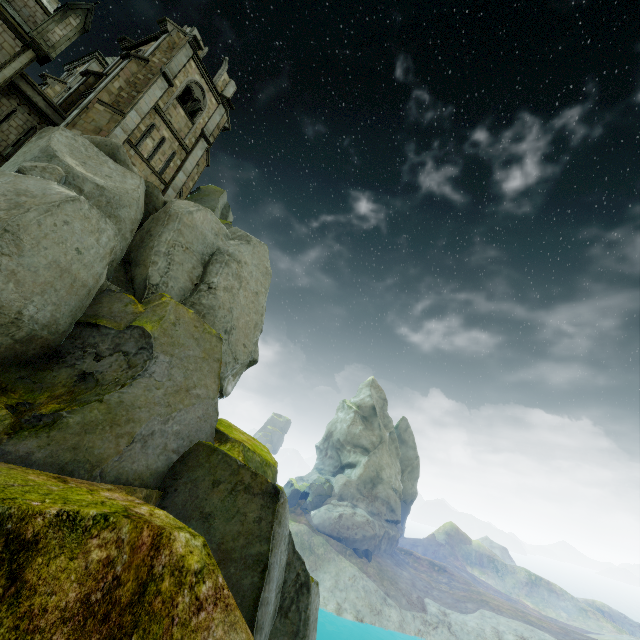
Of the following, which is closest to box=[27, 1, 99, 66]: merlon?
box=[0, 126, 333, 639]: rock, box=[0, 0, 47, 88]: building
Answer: box=[0, 0, 47, 88]: building

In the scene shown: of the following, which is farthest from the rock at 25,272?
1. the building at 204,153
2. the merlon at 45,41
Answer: the merlon at 45,41

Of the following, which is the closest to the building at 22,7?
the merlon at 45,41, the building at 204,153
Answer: the merlon at 45,41

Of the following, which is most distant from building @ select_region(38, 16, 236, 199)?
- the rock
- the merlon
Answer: the merlon

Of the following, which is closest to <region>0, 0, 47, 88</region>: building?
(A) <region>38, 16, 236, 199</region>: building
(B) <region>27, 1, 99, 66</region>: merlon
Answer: (B) <region>27, 1, 99, 66</region>: merlon

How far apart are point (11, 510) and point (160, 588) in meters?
2.5 m

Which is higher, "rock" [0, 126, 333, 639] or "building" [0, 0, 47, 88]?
"building" [0, 0, 47, 88]
